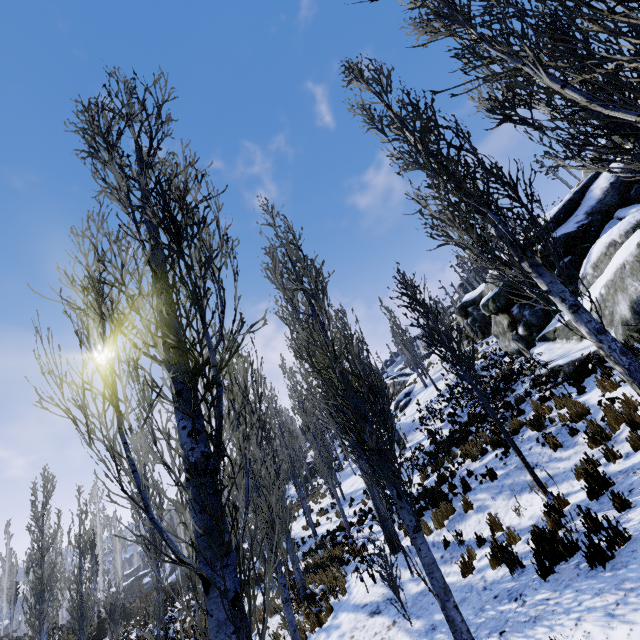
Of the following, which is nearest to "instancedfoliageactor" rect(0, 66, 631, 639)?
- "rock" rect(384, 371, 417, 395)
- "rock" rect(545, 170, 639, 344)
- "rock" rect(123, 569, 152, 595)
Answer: "rock" rect(123, 569, 152, 595)

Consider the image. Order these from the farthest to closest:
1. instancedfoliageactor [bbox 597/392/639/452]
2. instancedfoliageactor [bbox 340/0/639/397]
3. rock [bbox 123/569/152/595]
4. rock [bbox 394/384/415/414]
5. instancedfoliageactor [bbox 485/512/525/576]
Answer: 1. rock [bbox 123/569/152/595]
2. rock [bbox 394/384/415/414]
3. instancedfoliageactor [bbox 597/392/639/452]
4. instancedfoliageactor [bbox 485/512/525/576]
5. instancedfoliageactor [bbox 340/0/639/397]

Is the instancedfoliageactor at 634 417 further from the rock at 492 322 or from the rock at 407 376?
the rock at 407 376

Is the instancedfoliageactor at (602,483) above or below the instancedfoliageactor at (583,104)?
below

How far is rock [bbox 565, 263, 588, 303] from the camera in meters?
12.5 m

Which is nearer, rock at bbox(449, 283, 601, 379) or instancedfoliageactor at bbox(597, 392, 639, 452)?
instancedfoliageactor at bbox(597, 392, 639, 452)

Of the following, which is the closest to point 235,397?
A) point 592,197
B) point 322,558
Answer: point 322,558

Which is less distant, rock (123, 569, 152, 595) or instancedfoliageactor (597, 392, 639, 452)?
instancedfoliageactor (597, 392, 639, 452)
